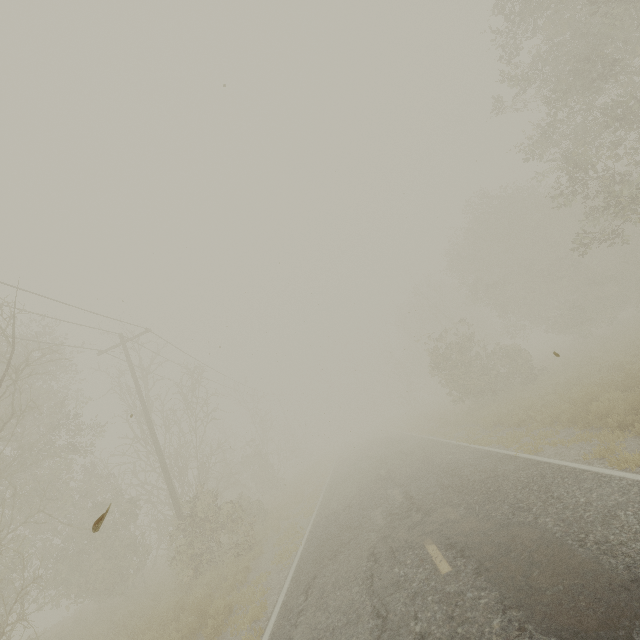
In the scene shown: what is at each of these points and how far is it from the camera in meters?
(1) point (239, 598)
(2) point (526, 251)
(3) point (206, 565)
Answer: (1) tree, 8.9 m
(2) tree, 30.9 m
(3) tree, 14.9 m

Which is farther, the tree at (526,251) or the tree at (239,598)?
the tree at (526,251)

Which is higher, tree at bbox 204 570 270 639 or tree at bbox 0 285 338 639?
tree at bbox 0 285 338 639

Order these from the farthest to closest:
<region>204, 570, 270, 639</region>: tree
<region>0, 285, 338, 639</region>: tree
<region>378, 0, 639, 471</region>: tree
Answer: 1. <region>378, 0, 639, 471</region>: tree
2. <region>0, 285, 338, 639</region>: tree
3. <region>204, 570, 270, 639</region>: tree

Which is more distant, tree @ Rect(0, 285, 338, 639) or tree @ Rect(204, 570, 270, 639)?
tree @ Rect(0, 285, 338, 639)
